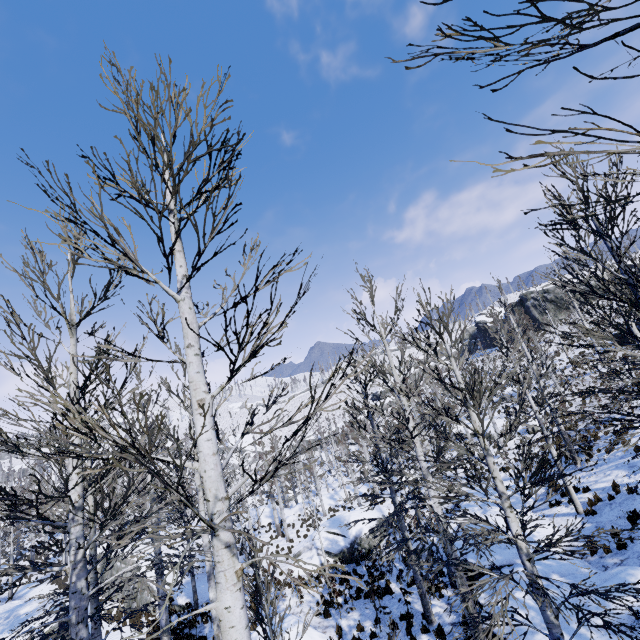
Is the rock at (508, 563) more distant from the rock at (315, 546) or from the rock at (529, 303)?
the rock at (529, 303)

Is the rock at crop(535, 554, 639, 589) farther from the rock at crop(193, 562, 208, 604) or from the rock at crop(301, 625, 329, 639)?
the rock at crop(193, 562, 208, 604)

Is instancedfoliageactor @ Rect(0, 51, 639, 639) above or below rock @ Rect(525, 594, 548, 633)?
above

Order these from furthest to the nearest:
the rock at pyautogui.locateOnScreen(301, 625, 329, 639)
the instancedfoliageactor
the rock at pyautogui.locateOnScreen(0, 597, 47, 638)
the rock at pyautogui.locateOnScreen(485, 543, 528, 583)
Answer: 1. the rock at pyautogui.locateOnScreen(0, 597, 47, 638)
2. the rock at pyautogui.locateOnScreen(301, 625, 329, 639)
3. the rock at pyautogui.locateOnScreen(485, 543, 528, 583)
4. the instancedfoliageactor

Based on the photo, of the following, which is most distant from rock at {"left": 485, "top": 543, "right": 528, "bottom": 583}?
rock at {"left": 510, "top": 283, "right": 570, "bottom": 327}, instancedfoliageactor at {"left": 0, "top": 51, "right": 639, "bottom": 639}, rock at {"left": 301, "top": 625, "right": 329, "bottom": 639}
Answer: rock at {"left": 510, "top": 283, "right": 570, "bottom": 327}

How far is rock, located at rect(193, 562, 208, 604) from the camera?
18.3m

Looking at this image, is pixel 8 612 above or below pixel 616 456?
below

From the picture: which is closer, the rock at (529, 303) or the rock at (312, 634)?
the rock at (312, 634)
